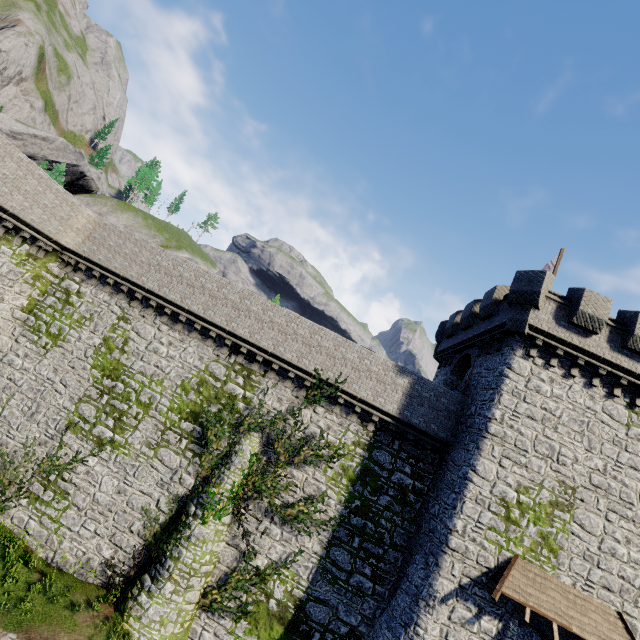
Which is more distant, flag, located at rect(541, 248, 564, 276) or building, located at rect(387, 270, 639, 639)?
flag, located at rect(541, 248, 564, 276)

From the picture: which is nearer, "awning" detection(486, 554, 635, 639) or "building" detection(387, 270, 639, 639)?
"awning" detection(486, 554, 635, 639)

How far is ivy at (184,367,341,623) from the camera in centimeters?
1495cm

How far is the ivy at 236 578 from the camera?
14.95m

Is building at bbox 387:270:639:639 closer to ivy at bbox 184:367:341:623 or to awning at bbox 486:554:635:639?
awning at bbox 486:554:635:639

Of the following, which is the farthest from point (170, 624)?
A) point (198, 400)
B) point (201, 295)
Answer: point (201, 295)

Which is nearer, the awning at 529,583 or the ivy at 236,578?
the awning at 529,583
